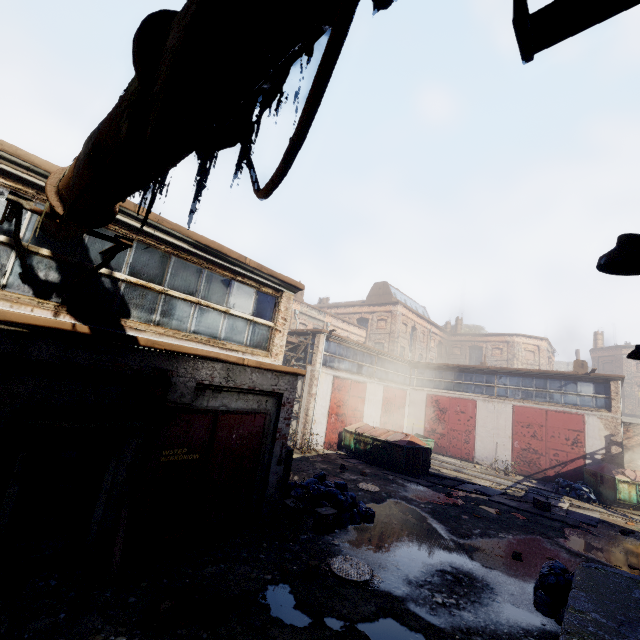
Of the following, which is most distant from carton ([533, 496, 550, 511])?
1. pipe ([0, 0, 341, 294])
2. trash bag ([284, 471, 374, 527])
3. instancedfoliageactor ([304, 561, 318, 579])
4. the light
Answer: pipe ([0, 0, 341, 294])

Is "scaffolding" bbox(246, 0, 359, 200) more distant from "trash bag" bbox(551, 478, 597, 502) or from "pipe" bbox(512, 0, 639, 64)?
"trash bag" bbox(551, 478, 597, 502)

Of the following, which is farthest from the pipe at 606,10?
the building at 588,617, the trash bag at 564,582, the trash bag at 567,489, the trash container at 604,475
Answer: the trash container at 604,475

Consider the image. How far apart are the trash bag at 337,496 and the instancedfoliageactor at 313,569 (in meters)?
2.44

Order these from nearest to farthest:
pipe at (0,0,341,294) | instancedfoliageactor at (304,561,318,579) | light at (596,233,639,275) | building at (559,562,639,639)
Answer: pipe at (0,0,341,294), light at (596,233,639,275), building at (559,562,639,639), instancedfoliageactor at (304,561,318,579)

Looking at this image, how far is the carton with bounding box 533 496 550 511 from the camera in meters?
12.6

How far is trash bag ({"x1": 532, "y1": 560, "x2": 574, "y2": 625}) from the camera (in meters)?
6.07

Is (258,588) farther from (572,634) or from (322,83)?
(322,83)
